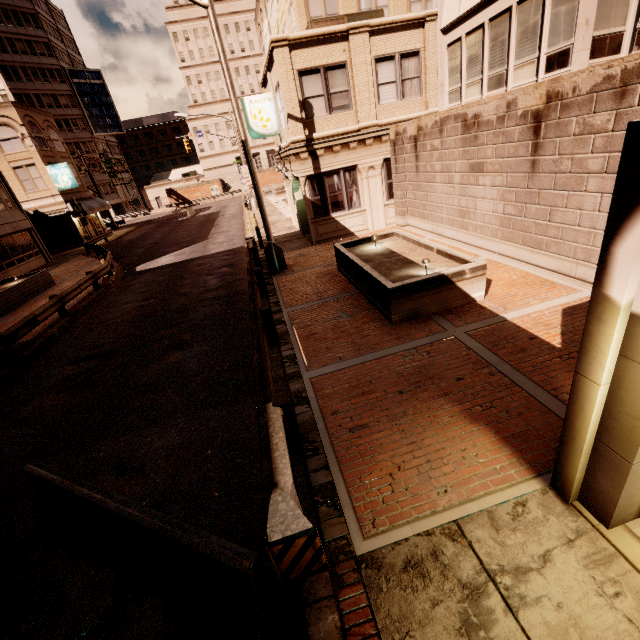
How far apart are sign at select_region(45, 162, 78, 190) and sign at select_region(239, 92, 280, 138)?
27.3 meters

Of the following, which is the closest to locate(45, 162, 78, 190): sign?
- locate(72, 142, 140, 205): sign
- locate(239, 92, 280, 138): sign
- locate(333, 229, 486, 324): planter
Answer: locate(72, 142, 140, 205): sign

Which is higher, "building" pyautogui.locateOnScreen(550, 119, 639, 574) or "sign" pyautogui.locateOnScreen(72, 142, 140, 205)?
"sign" pyautogui.locateOnScreen(72, 142, 140, 205)

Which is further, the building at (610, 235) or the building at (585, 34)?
the building at (585, 34)

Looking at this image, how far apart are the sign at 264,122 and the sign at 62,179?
27.28m

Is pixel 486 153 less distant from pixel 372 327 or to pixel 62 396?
pixel 372 327

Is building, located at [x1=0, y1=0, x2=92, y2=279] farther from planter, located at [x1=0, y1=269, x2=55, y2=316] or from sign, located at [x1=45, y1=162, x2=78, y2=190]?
planter, located at [x1=0, y1=269, x2=55, y2=316]

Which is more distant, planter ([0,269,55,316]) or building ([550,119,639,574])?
planter ([0,269,55,316])
